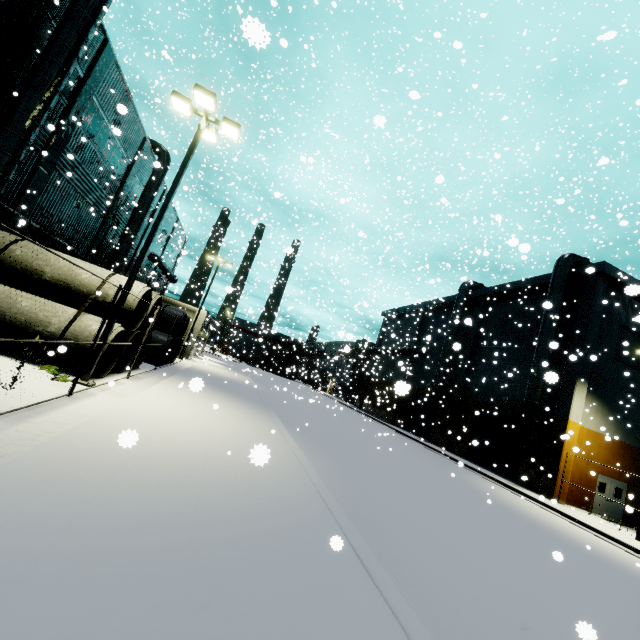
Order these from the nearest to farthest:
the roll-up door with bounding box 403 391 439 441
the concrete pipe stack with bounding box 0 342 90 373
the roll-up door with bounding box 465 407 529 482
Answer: the concrete pipe stack with bounding box 0 342 90 373 → the roll-up door with bounding box 465 407 529 482 → the roll-up door with bounding box 403 391 439 441

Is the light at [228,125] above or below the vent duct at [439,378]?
above

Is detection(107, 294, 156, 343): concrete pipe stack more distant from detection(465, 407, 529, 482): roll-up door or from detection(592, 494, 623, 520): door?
detection(592, 494, 623, 520): door

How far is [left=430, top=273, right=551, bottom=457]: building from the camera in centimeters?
2488cm

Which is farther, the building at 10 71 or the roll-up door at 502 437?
the roll-up door at 502 437

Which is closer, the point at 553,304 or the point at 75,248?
the point at 75,248

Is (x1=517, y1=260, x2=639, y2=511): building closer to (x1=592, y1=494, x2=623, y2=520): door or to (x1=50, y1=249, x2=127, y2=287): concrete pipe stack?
(x1=592, y1=494, x2=623, y2=520): door

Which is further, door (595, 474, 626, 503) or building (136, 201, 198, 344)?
building (136, 201, 198, 344)
